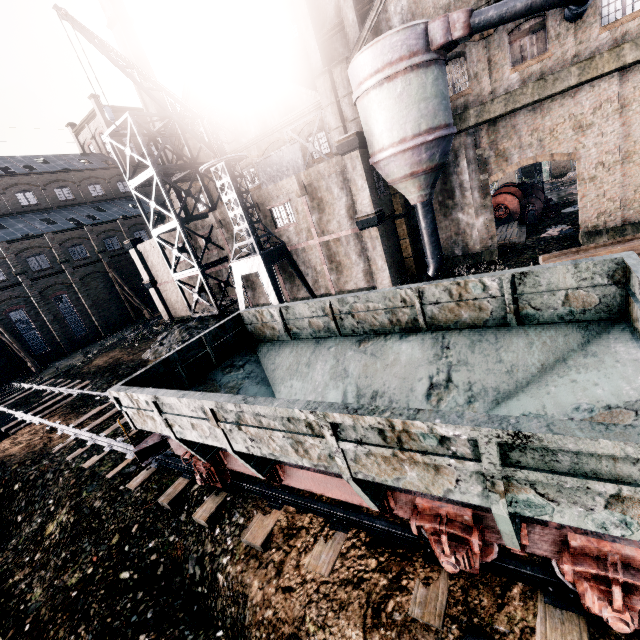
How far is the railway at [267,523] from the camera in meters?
6.5

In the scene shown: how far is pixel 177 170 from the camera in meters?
25.1 m

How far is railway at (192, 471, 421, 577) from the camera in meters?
6.5

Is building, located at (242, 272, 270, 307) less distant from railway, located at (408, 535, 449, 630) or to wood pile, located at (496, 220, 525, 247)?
wood pile, located at (496, 220, 525, 247)

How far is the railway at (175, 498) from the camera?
9.7m

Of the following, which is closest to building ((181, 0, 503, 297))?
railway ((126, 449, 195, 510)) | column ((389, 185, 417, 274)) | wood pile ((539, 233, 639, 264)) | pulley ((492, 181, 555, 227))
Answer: column ((389, 185, 417, 274))

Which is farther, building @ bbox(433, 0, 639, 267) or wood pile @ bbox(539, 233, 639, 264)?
building @ bbox(433, 0, 639, 267)
